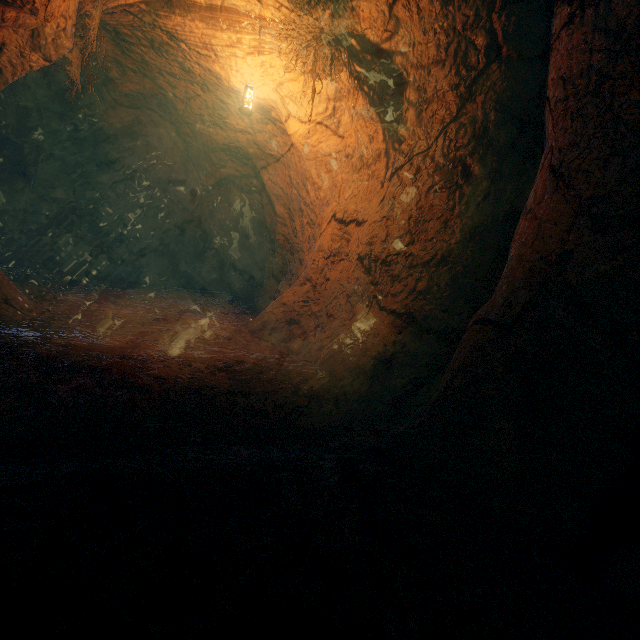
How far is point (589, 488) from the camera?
1.9m
